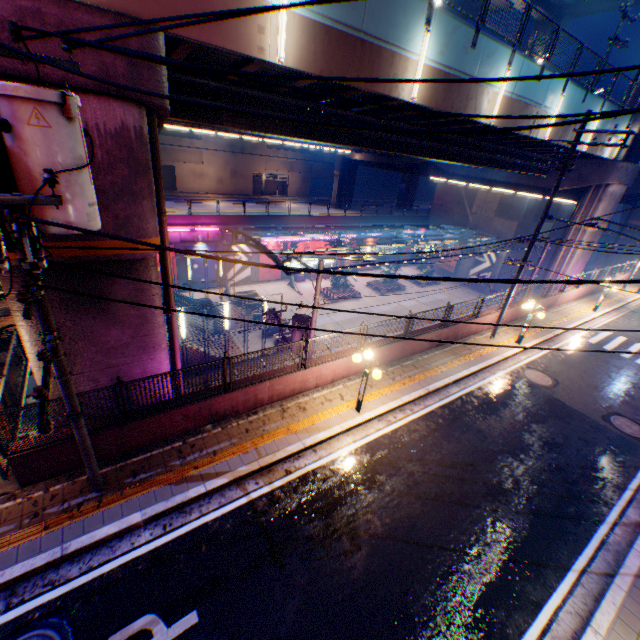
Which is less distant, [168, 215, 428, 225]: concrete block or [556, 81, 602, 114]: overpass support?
[556, 81, 602, 114]: overpass support

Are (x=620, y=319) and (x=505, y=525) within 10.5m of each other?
no

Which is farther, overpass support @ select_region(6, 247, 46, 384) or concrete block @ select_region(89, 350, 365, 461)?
concrete block @ select_region(89, 350, 365, 461)

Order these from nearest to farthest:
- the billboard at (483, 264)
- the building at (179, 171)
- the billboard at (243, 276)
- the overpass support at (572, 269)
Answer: the overpass support at (572, 269), the billboard at (243, 276), the billboard at (483, 264), the building at (179, 171)

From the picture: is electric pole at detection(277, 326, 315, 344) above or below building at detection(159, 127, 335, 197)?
below

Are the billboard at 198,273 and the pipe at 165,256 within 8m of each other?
no

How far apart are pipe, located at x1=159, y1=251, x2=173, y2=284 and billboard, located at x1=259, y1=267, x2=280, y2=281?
24.01m

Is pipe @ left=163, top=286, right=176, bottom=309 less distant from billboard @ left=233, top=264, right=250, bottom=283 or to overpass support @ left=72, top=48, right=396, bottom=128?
overpass support @ left=72, top=48, right=396, bottom=128
